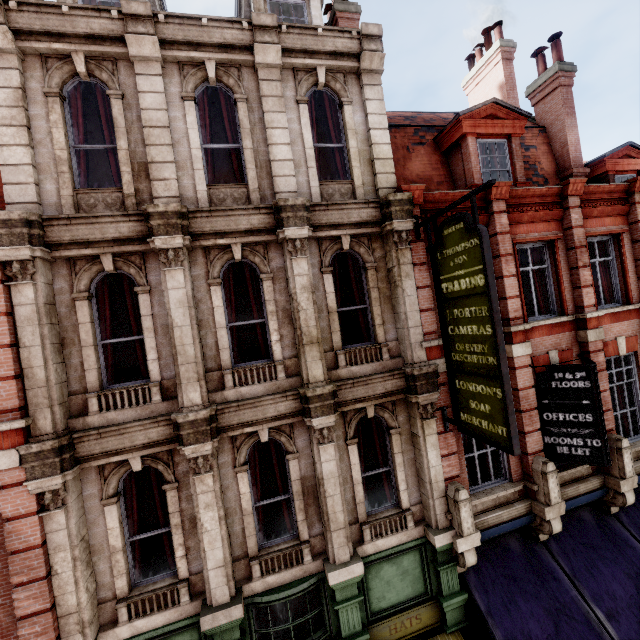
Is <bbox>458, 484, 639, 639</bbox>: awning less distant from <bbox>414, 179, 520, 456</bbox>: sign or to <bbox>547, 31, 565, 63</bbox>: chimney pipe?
<bbox>414, 179, 520, 456</bbox>: sign

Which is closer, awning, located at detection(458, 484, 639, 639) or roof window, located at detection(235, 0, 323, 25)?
awning, located at detection(458, 484, 639, 639)

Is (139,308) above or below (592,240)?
below

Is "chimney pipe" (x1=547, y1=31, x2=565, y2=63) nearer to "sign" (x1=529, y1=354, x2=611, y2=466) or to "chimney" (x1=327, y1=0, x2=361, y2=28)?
"chimney" (x1=327, y1=0, x2=361, y2=28)

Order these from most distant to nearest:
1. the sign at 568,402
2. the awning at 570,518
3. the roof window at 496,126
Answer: the roof window at 496,126 → the sign at 568,402 → the awning at 570,518

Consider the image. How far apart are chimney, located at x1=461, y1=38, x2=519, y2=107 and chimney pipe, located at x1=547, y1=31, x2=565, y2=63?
1.7m

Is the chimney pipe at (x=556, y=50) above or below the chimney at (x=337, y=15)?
below

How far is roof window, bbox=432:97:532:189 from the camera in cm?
932
